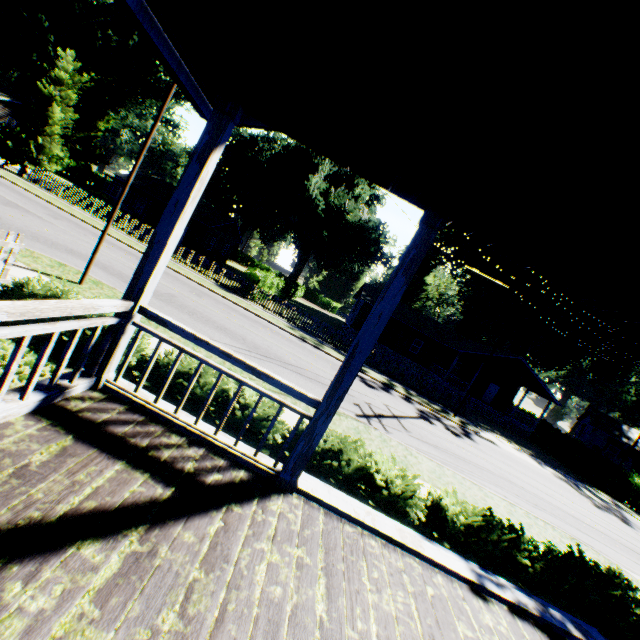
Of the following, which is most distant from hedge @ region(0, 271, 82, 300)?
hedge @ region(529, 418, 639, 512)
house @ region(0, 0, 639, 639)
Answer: hedge @ region(529, 418, 639, 512)

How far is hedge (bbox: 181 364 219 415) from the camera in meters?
5.7 m

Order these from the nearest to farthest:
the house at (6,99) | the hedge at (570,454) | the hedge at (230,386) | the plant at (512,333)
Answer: the hedge at (230,386), the hedge at (570,454), the house at (6,99), the plant at (512,333)

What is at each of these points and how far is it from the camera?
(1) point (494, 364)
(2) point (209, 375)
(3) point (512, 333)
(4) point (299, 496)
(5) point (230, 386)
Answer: (1) house, 31.0m
(2) hedge, 5.9m
(3) plant, 59.4m
(4) house, 3.7m
(5) hedge, 6.0m

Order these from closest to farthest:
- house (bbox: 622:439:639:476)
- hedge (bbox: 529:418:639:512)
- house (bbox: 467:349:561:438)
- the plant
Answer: →
hedge (bbox: 529:418:639:512)
house (bbox: 467:349:561:438)
house (bbox: 622:439:639:476)
the plant

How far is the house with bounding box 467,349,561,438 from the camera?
30.61m

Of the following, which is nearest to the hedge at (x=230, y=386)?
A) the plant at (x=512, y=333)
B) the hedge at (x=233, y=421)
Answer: the hedge at (x=233, y=421)
